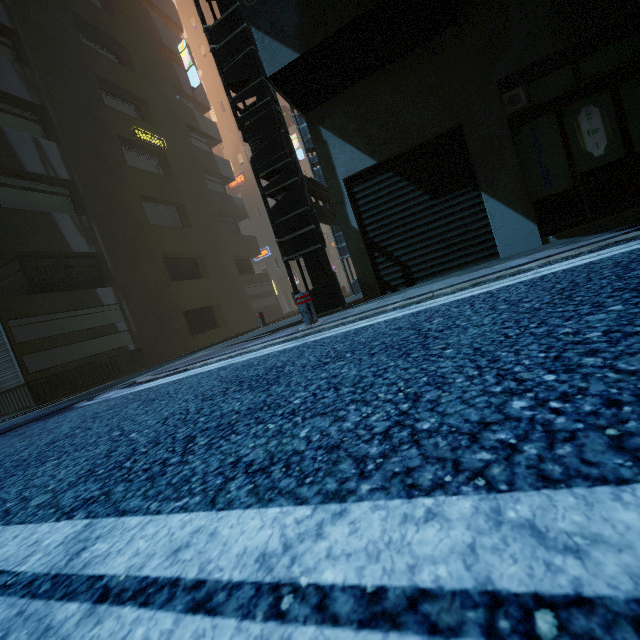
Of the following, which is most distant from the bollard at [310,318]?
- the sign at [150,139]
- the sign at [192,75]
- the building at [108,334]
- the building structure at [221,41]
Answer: the sign at [192,75]

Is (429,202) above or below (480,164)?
below

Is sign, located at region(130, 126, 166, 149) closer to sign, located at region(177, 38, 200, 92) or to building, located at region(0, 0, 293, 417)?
building, located at region(0, 0, 293, 417)

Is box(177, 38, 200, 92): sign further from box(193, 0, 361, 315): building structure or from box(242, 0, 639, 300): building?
box(193, 0, 361, 315): building structure

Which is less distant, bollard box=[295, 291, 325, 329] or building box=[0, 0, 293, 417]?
bollard box=[295, 291, 325, 329]

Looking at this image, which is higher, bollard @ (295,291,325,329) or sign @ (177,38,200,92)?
sign @ (177,38,200,92)

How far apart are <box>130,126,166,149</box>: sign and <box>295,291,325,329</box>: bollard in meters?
16.9

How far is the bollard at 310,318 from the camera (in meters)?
5.12
